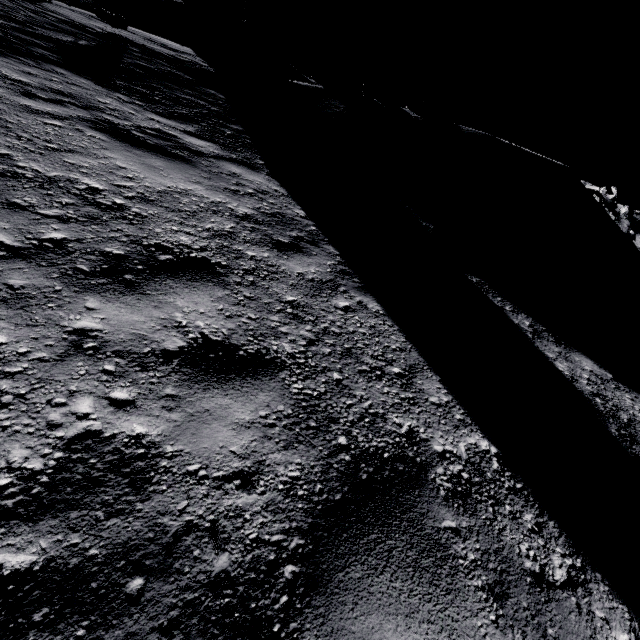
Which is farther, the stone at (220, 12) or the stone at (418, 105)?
the stone at (220, 12)

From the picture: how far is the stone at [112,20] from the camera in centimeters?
1013cm

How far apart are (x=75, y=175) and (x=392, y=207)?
5.45m

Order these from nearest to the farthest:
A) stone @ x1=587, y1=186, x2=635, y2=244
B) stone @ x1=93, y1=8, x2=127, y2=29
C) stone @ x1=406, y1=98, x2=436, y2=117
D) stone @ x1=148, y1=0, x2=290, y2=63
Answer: stone @ x1=93, y1=8, x2=127, y2=29, stone @ x1=406, y1=98, x2=436, y2=117, stone @ x1=587, y1=186, x2=635, y2=244, stone @ x1=148, y1=0, x2=290, y2=63

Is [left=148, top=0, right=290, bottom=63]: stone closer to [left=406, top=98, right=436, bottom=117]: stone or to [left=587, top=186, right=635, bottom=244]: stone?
[left=406, top=98, right=436, bottom=117]: stone

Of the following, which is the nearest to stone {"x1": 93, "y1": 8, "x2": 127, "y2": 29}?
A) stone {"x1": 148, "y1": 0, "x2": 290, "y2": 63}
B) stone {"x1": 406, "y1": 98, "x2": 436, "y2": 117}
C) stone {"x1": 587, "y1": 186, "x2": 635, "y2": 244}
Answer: stone {"x1": 406, "y1": 98, "x2": 436, "y2": 117}

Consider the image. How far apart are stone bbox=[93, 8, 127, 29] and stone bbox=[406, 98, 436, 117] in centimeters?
1026cm

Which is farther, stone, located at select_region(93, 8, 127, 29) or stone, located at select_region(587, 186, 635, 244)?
stone, located at select_region(587, 186, 635, 244)
